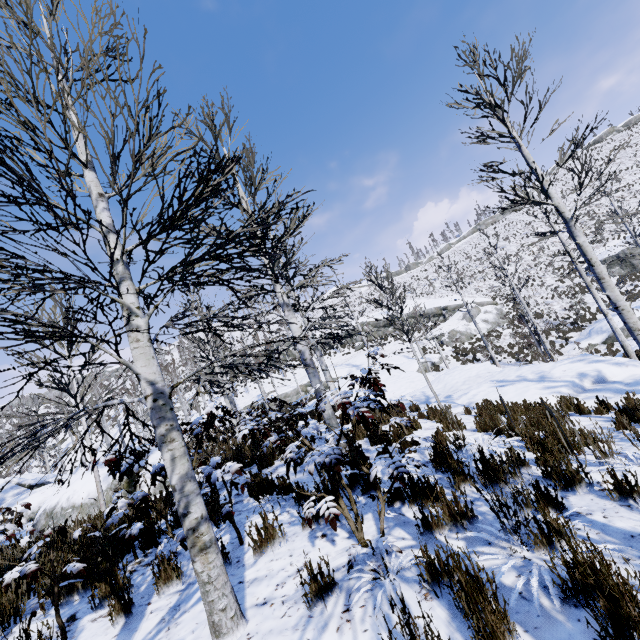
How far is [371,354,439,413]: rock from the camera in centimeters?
1316cm

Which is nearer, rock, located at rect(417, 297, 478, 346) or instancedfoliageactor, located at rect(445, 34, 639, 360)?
instancedfoliageactor, located at rect(445, 34, 639, 360)

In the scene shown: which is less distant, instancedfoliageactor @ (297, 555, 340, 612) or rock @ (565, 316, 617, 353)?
instancedfoliageactor @ (297, 555, 340, 612)

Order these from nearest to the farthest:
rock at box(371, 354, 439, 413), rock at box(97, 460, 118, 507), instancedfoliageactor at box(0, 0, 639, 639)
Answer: instancedfoliageactor at box(0, 0, 639, 639)
rock at box(97, 460, 118, 507)
rock at box(371, 354, 439, 413)

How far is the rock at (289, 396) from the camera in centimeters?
3425cm

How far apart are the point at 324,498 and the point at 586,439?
4.1 meters

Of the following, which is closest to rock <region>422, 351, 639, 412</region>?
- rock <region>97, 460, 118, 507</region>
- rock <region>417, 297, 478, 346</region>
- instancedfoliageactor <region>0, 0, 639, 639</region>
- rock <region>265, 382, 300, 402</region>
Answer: instancedfoliageactor <region>0, 0, 639, 639</region>

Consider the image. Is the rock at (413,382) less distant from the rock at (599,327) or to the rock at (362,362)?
the rock at (362,362)
